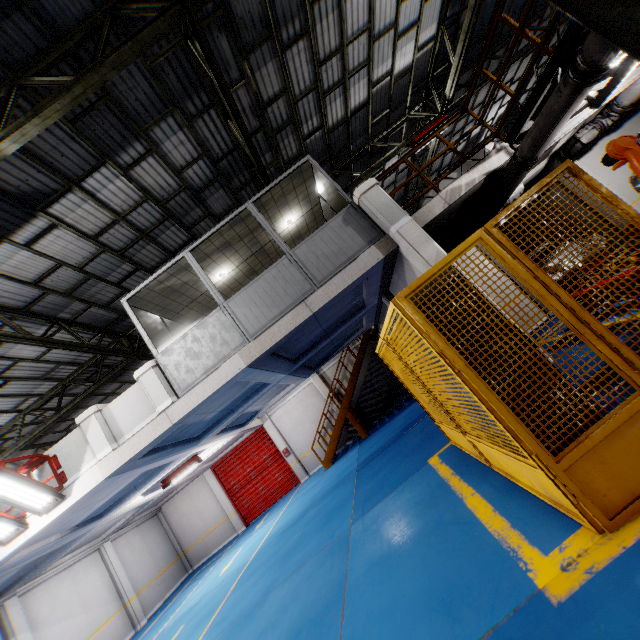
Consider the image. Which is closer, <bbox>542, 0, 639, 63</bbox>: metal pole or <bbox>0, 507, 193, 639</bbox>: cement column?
<bbox>542, 0, 639, 63</bbox>: metal pole

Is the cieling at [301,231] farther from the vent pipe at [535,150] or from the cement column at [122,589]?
the cement column at [122,589]

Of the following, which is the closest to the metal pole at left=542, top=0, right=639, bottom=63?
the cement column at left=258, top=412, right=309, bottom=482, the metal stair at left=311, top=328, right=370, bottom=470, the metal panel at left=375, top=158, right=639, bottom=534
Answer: the metal panel at left=375, top=158, right=639, bottom=534

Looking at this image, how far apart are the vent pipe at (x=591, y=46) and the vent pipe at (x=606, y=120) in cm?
314

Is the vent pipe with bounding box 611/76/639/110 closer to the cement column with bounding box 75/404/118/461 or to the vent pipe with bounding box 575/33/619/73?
the vent pipe with bounding box 575/33/619/73

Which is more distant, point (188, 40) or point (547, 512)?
point (188, 40)

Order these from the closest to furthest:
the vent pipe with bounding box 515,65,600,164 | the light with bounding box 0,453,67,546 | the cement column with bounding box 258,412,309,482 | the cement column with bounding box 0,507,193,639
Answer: the vent pipe with bounding box 515,65,600,164 → the light with bounding box 0,453,67,546 → the cement column with bounding box 0,507,193,639 → the cement column with bounding box 258,412,309,482

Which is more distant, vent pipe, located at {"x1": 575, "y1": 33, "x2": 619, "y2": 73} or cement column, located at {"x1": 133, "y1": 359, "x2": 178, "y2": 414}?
cement column, located at {"x1": 133, "y1": 359, "x2": 178, "y2": 414}
